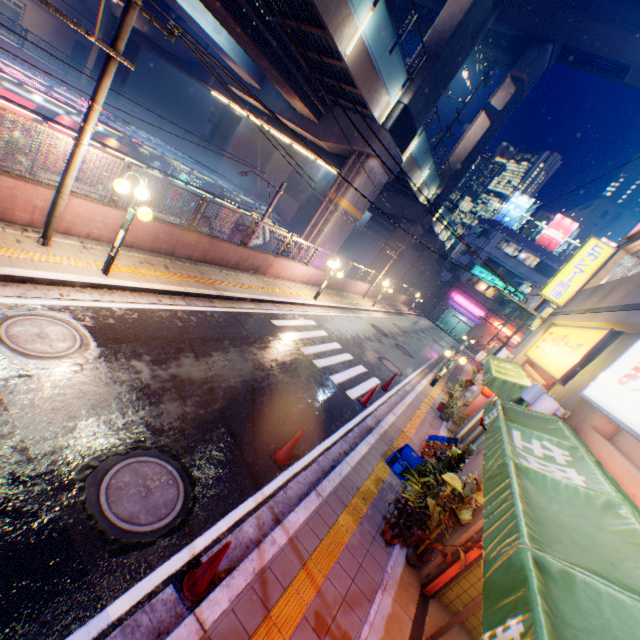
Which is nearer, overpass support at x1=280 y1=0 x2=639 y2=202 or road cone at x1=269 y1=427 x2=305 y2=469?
road cone at x1=269 y1=427 x2=305 y2=469

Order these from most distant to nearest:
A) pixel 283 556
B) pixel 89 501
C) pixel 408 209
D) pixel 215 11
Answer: pixel 408 209, pixel 215 11, pixel 283 556, pixel 89 501

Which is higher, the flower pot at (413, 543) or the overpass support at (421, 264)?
the overpass support at (421, 264)

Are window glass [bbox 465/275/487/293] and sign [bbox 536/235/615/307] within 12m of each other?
no

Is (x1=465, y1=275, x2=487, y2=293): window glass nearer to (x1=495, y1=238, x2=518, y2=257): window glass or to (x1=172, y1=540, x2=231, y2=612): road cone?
(x1=495, y1=238, x2=518, y2=257): window glass

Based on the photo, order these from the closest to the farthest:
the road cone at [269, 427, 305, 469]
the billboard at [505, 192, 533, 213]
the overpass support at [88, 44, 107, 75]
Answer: the road cone at [269, 427, 305, 469]
the overpass support at [88, 44, 107, 75]
the billboard at [505, 192, 533, 213]

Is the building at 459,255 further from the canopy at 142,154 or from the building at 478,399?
the building at 478,399

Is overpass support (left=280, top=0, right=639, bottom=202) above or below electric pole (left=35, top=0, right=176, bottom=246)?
above
